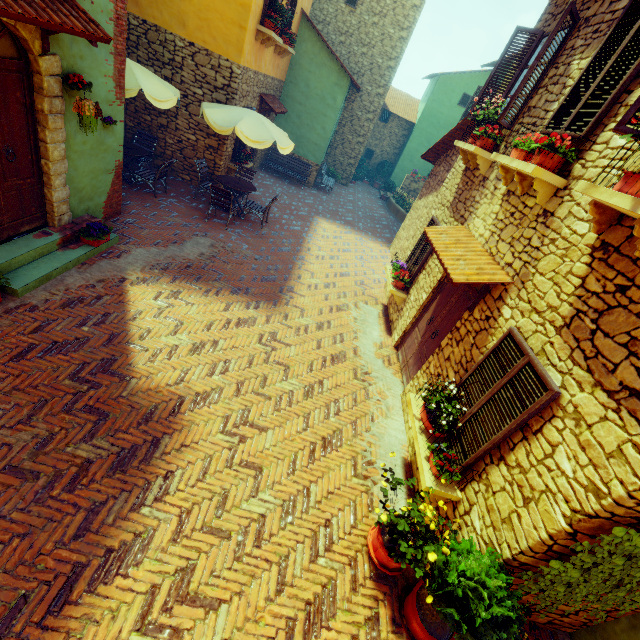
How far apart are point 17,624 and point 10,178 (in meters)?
5.44

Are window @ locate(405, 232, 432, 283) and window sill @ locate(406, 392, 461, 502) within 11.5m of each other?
yes

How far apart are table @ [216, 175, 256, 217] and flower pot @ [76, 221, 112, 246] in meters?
3.9 m

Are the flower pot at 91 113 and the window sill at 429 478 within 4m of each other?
no

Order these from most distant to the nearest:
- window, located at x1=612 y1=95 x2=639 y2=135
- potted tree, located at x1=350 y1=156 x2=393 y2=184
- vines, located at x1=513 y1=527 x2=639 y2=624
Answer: potted tree, located at x1=350 y1=156 x2=393 y2=184 → window, located at x1=612 y1=95 x2=639 y2=135 → vines, located at x1=513 y1=527 x2=639 y2=624

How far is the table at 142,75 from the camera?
6.9 meters

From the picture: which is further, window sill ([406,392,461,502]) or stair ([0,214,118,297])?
stair ([0,214,118,297])

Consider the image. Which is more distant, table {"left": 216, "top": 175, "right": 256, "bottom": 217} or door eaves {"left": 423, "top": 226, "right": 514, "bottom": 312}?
table {"left": 216, "top": 175, "right": 256, "bottom": 217}
